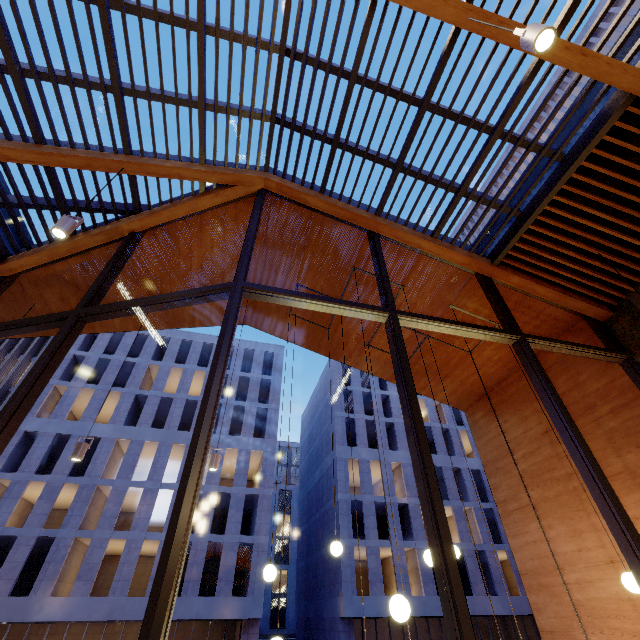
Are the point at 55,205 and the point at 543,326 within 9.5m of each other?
yes

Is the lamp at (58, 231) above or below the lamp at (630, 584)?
above

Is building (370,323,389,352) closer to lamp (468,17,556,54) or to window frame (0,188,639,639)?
window frame (0,188,639,639)

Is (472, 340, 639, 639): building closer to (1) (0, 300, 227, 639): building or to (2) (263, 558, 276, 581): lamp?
(2) (263, 558, 276, 581): lamp

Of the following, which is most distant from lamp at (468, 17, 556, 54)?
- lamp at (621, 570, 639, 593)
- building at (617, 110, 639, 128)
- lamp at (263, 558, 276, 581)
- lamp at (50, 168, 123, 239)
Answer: lamp at (263, 558, 276, 581)

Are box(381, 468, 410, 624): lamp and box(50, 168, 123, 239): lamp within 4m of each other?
no

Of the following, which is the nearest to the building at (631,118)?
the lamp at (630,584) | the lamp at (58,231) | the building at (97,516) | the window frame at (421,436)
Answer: the window frame at (421,436)

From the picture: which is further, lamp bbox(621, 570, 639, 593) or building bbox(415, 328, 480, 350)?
building bbox(415, 328, 480, 350)
